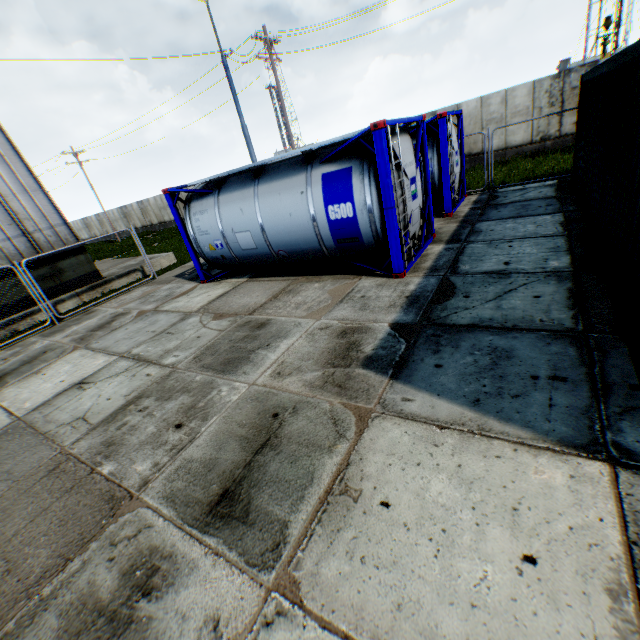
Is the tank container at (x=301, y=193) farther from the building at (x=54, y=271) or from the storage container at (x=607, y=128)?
the building at (x=54, y=271)

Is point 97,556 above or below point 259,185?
below

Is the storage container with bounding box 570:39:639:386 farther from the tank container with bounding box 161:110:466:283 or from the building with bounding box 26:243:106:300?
the building with bounding box 26:243:106:300

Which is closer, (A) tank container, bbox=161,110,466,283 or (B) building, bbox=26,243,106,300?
(A) tank container, bbox=161,110,466,283

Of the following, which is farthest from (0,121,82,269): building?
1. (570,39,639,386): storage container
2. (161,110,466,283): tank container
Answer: (570,39,639,386): storage container

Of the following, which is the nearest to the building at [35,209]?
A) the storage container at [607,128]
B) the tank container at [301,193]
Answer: the tank container at [301,193]
